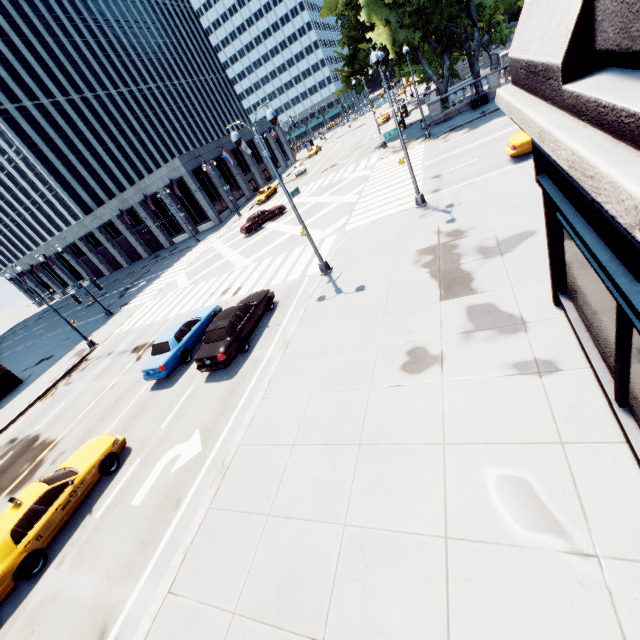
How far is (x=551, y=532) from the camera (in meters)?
4.82

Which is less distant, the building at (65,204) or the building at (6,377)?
the building at (6,377)

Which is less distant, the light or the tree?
the light

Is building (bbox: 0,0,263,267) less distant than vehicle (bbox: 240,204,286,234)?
No

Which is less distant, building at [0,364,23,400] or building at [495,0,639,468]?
building at [495,0,639,468]

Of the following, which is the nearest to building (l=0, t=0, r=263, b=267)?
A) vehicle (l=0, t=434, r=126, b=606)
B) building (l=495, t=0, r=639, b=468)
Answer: vehicle (l=0, t=434, r=126, b=606)

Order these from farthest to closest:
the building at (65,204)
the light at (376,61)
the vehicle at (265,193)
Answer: the building at (65,204) → the vehicle at (265,193) → the light at (376,61)

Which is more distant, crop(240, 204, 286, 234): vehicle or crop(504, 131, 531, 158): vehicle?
crop(240, 204, 286, 234): vehicle
